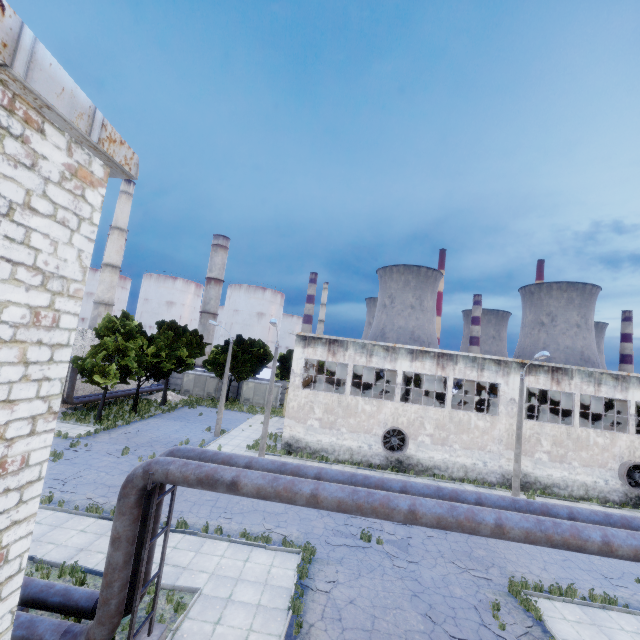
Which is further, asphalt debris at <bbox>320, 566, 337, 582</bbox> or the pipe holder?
asphalt debris at <bbox>320, 566, 337, 582</bbox>

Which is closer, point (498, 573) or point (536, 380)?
point (498, 573)

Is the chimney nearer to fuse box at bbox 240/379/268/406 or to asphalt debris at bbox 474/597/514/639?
fuse box at bbox 240/379/268/406

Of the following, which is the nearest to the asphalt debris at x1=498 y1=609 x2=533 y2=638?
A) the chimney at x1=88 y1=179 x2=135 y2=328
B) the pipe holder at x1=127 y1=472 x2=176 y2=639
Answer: the pipe holder at x1=127 y1=472 x2=176 y2=639

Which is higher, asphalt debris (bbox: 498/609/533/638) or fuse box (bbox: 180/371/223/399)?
fuse box (bbox: 180/371/223/399)

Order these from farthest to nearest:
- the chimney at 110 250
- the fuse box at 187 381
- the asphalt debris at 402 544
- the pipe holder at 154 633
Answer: the chimney at 110 250 → the fuse box at 187 381 → the asphalt debris at 402 544 → the pipe holder at 154 633

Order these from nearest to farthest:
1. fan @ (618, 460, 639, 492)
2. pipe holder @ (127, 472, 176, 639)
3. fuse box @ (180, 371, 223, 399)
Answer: pipe holder @ (127, 472, 176, 639) → fan @ (618, 460, 639, 492) → fuse box @ (180, 371, 223, 399)

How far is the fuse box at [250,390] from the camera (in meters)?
45.97
